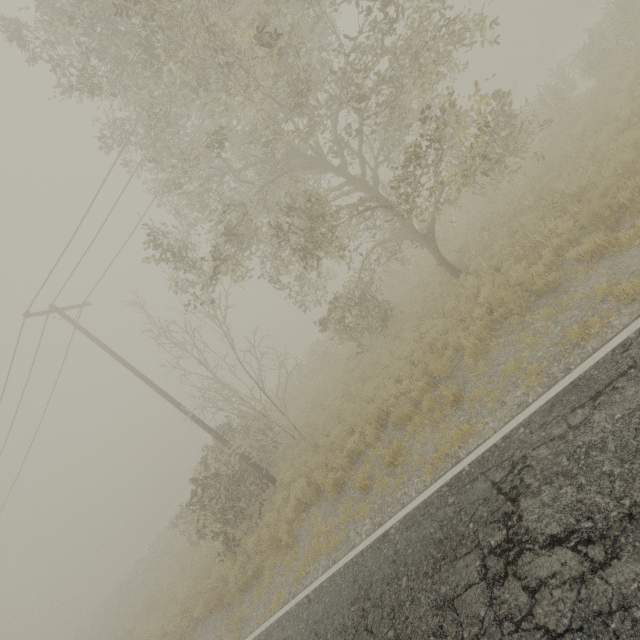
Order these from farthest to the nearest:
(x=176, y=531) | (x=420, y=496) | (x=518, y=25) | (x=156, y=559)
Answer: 1. (x=518, y=25)
2. (x=156, y=559)
3. (x=176, y=531)
4. (x=420, y=496)
